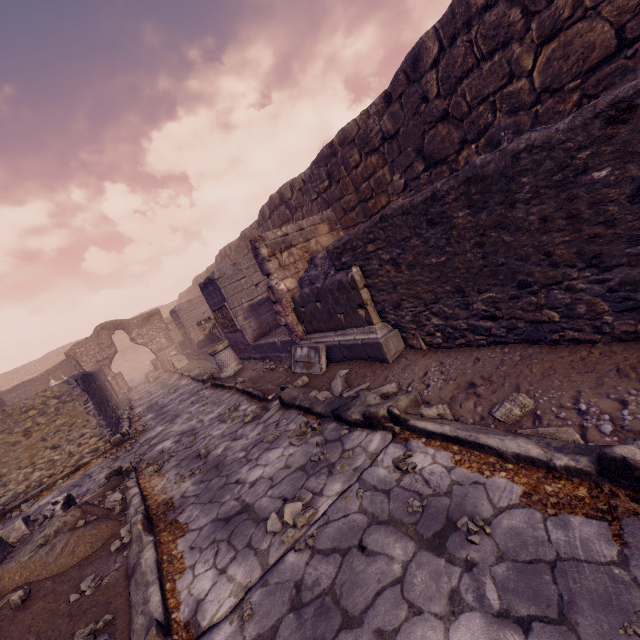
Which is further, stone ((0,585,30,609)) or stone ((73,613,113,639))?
stone ((0,585,30,609))

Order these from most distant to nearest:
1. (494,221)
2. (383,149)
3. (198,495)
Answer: (383,149)
(198,495)
(494,221)

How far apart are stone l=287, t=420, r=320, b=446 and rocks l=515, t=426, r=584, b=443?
2.08m

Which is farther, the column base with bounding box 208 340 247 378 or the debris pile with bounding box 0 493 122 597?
the column base with bounding box 208 340 247 378

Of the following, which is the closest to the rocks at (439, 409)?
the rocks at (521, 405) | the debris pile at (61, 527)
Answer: the rocks at (521, 405)

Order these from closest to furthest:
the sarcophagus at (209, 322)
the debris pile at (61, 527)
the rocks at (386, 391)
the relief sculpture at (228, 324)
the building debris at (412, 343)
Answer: the debris pile at (61, 527) < the rocks at (386, 391) < the building debris at (412, 343) < the relief sculpture at (228, 324) < the sarcophagus at (209, 322)

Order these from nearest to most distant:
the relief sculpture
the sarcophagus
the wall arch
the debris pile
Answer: the debris pile, the relief sculpture, the sarcophagus, the wall arch

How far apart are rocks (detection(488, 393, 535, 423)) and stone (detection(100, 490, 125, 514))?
4.81m
